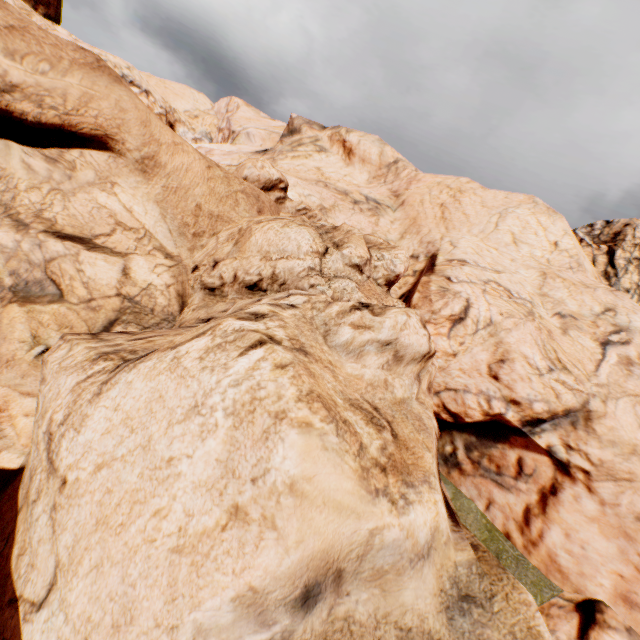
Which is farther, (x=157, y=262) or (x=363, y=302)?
(x=363, y=302)
